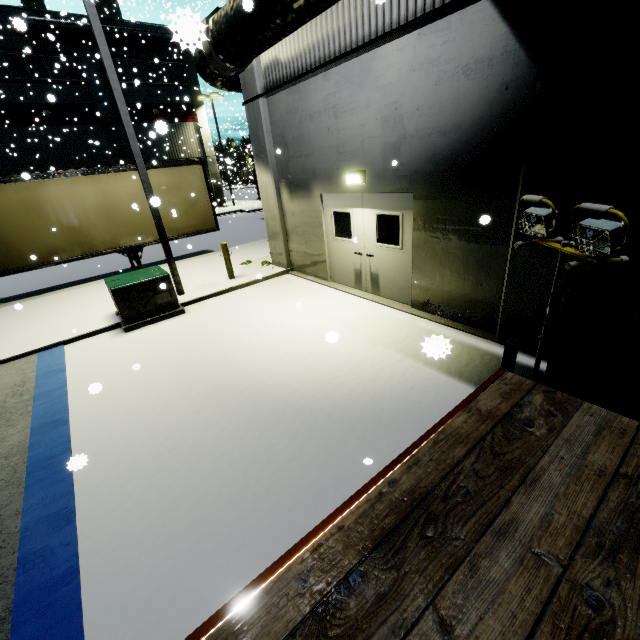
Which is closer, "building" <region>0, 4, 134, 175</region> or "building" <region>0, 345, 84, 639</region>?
"building" <region>0, 345, 84, 639</region>

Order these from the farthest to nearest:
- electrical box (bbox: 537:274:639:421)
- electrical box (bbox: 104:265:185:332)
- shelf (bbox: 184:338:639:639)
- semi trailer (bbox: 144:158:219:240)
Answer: semi trailer (bbox: 144:158:219:240) < electrical box (bbox: 104:265:185:332) < electrical box (bbox: 537:274:639:421) < shelf (bbox: 184:338:639:639)

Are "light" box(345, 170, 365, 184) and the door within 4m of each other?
yes

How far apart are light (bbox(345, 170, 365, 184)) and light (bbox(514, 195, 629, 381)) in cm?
437

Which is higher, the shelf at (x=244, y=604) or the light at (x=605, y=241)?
the light at (x=605, y=241)

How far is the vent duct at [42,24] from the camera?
9.92m

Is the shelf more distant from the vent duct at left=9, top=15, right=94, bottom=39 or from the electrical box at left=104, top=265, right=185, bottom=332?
the vent duct at left=9, top=15, right=94, bottom=39

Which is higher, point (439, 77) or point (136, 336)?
point (439, 77)
